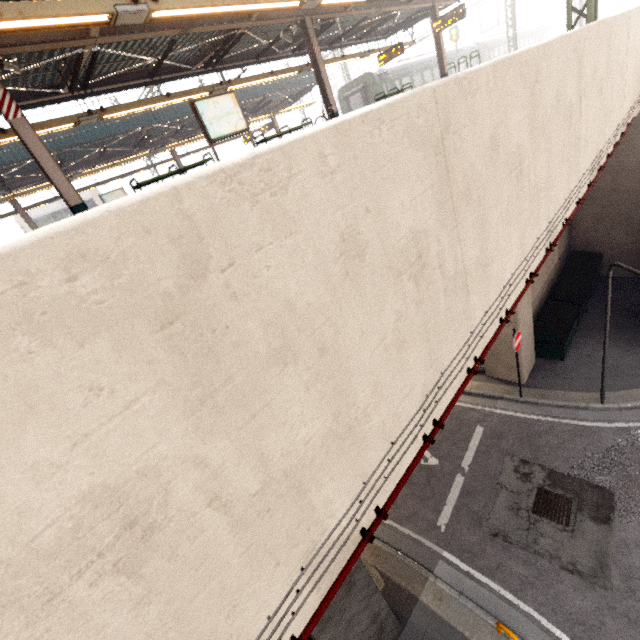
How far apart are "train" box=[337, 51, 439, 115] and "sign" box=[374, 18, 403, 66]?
8.5m

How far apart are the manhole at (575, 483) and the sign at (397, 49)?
19.3m

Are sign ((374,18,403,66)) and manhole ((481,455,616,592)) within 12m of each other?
no

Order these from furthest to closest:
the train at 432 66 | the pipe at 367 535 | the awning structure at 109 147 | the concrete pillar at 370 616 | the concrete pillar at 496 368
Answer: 1. the train at 432 66
2. the concrete pillar at 496 368
3. the awning structure at 109 147
4. the concrete pillar at 370 616
5. the pipe at 367 535

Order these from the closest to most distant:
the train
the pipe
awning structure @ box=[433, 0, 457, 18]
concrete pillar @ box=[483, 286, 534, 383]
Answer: the pipe
concrete pillar @ box=[483, 286, 534, 383]
awning structure @ box=[433, 0, 457, 18]
the train

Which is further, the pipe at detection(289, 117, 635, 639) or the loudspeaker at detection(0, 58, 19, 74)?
the loudspeaker at detection(0, 58, 19, 74)

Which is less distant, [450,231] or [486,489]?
[450,231]

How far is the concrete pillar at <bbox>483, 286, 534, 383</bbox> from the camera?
10.8m
